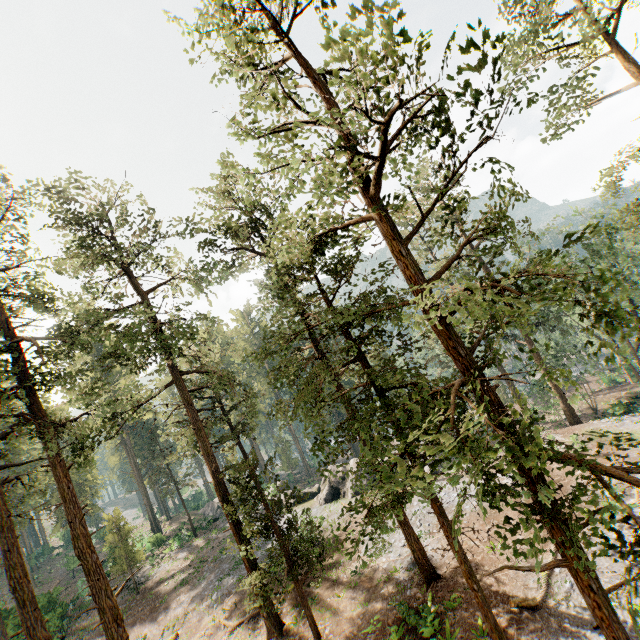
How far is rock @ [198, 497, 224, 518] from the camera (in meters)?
Answer: 42.23

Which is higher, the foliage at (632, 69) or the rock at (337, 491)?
the foliage at (632, 69)

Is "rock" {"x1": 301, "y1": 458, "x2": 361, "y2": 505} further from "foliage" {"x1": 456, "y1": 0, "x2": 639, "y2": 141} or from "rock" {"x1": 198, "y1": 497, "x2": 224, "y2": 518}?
"foliage" {"x1": 456, "y1": 0, "x2": 639, "y2": 141}

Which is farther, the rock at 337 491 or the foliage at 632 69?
the rock at 337 491

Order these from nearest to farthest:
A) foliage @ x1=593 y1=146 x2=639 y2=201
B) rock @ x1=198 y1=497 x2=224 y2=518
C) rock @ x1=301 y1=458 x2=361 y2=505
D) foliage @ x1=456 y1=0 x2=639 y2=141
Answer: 1. foliage @ x1=456 y1=0 x2=639 y2=141
2. foliage @ x1=593 y1=146 x2=639 y2=201
3. rock @ x1=301 y1=458 x2=361 y2=505
4. rock @ x1=198 y1=497 x2=224 y2=518

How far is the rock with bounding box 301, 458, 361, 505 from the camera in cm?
3153

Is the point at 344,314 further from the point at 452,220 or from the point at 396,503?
the point at 452,220
